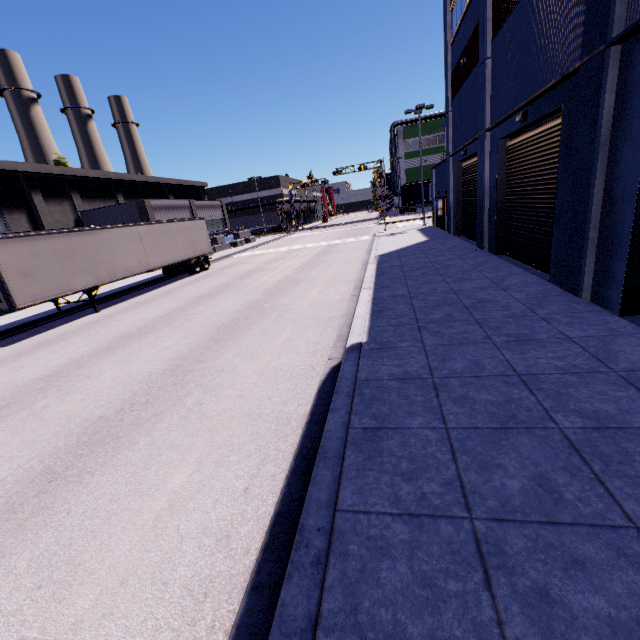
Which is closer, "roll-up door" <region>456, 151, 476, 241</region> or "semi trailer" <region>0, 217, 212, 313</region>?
"semi trailer" <region>0, 217, 212, 313</region>

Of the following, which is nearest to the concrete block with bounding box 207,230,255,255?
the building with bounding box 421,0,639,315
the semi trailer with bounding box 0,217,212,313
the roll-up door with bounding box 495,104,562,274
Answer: the building with bounding box 421,0,639,315

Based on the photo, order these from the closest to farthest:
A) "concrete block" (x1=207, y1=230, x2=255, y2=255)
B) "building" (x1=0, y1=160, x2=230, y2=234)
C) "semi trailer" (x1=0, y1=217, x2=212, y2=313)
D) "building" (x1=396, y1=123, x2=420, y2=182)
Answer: "semi trailer" (x1=0, y1=217, x2=212, y2=313) < "building" (x1=0, y1=160, x2=230, y2=234) < "concrete block" (x1=207, y1=230, x2=255, y2=255) < "building" (x1=396, y1=123, x2=420, y2=182)

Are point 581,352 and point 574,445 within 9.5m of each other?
yes

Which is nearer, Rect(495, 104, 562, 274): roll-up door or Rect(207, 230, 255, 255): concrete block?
Rect(495, 104, 562, 274): roll-up door

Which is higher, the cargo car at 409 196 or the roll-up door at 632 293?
the cargo car at 409 196

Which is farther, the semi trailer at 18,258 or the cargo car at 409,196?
the cargo car at 409,196

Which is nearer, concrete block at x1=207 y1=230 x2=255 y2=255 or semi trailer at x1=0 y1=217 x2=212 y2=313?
semi trailer at x1=0 y1=217 x2=212 y2=313
